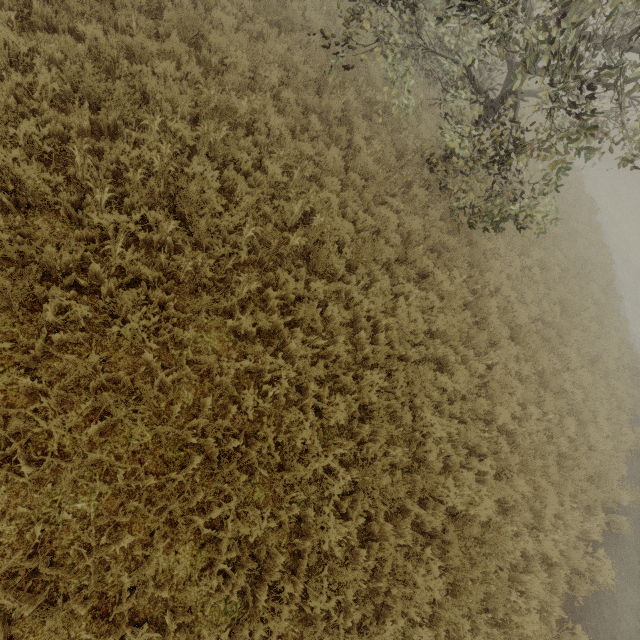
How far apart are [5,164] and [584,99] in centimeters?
1573cm
